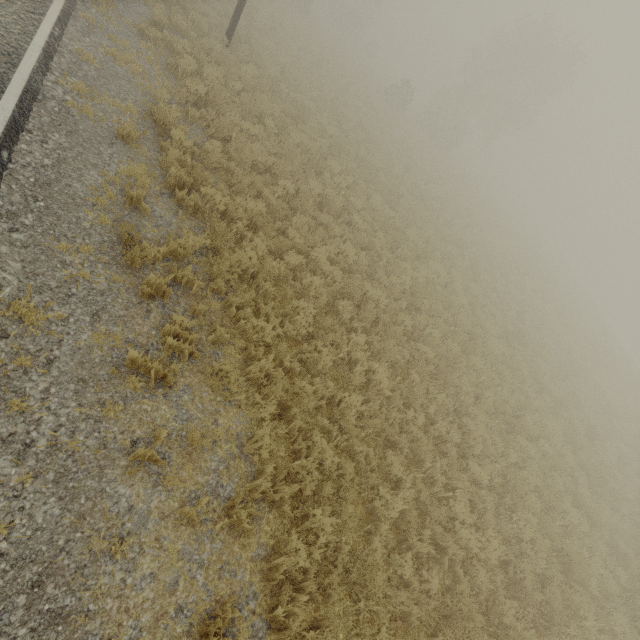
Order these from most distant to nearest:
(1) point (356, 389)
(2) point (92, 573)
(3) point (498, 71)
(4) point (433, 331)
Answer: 1. (3) point (498, 71)
2. (4) point (433, 331)
3. (1) point (356, 389)
4. (2) point (92, 573)
